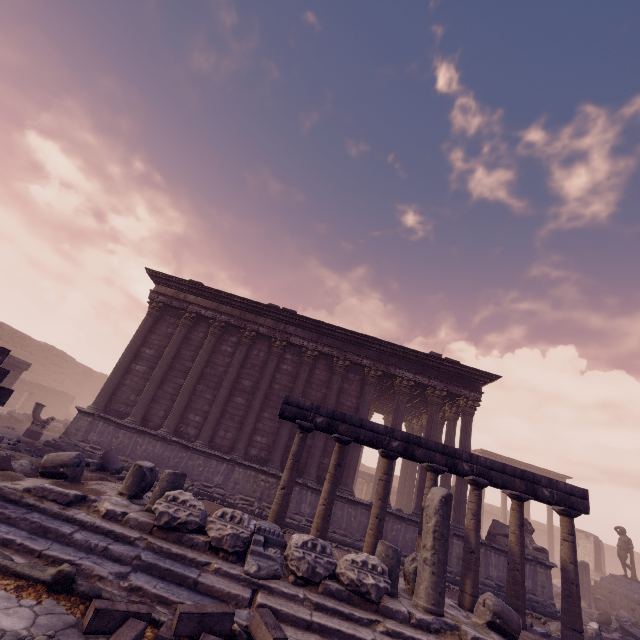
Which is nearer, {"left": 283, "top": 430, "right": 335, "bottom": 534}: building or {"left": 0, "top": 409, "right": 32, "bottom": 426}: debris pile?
{"left": 283, "top": 430, "right": 335, "bottom": 534}: building

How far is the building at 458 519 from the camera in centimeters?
1049cm

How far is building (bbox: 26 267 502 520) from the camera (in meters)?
11.55

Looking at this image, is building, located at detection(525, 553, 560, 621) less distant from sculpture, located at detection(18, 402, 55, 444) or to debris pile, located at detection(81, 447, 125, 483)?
sculpture, located at detection(18, 402, 55, 444)

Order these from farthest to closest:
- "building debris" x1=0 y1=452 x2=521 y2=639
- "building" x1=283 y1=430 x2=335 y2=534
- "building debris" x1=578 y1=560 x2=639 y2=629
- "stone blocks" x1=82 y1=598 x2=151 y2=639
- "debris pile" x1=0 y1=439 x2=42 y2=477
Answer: "building debris" x1=578 y1=560 x2=639 y2=629
"building" x1=283 y1=430 x2=335 y2=534
"debris pile" x1=0 y1=439 x2=42 y2=477
"building debris" x1=0 y1=452 x2=521 y2=639
"stone blocks" x1=82 y1=598 x2=151 y2=639

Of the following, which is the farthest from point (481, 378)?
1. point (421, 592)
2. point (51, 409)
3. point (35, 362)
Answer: point (35, 362)

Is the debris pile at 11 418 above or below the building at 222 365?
below

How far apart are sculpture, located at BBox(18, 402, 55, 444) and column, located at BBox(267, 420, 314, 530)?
9.8 meters
